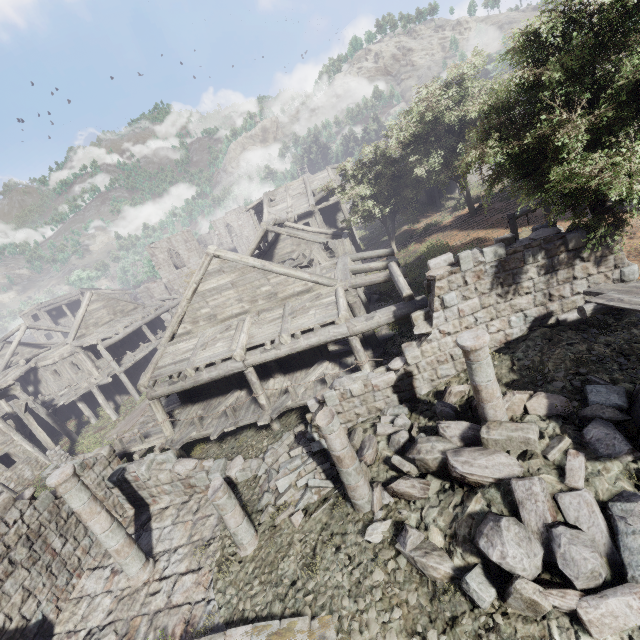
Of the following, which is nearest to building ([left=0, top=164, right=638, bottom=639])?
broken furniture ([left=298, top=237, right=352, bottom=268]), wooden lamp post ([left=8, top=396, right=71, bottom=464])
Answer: broken furniture ([left=298, top=237, right=352, bottom=268])

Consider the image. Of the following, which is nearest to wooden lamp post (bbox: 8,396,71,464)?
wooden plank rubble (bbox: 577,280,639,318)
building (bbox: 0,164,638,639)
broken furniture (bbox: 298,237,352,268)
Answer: building (bbox: 0,164,638,639)

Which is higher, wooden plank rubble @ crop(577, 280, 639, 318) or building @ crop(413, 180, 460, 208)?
building @ crop(413, 180, 460, 208)

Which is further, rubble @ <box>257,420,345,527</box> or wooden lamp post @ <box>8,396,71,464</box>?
wooden lamp post @ <box>8,396,71,464</box>

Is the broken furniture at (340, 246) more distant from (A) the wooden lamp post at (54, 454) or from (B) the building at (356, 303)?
(A) the wooden lamp post at (54, 454)

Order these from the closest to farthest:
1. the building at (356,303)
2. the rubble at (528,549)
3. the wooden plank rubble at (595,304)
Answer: the rubble at (528,549) < the wooden plank rubble at (595,304) < the building at (356,303)

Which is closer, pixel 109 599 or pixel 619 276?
pixel 619 276

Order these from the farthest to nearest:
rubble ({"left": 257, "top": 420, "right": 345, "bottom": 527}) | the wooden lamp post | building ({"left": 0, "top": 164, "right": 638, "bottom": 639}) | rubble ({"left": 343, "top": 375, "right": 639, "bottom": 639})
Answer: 1. the wooden lamp post
2. rubble ({"left": 257, "top": 420, "right": 345, "bottom": 527})
3. building ({"left": 0, "top": 164, "right": 638, "bottom": 639})
4. rubble ({"left": 343, "top": 375, "right": 639, "bottom": 639})
